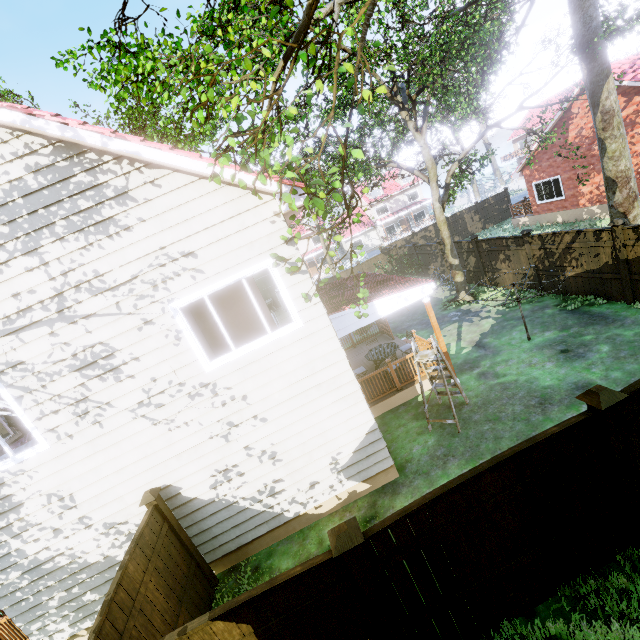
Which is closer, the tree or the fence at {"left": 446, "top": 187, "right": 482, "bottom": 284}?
the tree

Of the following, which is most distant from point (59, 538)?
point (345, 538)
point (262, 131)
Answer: point (262, 131)

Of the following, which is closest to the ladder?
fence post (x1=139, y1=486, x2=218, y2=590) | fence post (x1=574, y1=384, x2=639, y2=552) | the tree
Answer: the tree

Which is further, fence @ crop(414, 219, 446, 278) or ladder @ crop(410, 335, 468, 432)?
fence @ crop(414, 219, 446, 278)

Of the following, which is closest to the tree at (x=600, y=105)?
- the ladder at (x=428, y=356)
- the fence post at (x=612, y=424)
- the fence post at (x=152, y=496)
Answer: the ladder at (x=428, y=356)

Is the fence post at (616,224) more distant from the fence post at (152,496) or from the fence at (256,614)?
the fence post at (152,496)

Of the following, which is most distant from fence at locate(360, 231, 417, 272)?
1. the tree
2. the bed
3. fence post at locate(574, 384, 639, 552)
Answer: the bed

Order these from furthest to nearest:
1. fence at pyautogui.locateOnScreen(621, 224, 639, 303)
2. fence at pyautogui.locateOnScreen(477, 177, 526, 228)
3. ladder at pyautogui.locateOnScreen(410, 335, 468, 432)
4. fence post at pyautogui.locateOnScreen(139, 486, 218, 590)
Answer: fence at pyautogui.locateOnScreen(477, 177, 526, 228) < fence at pyautogui.locateOnScreen(621, 224, 639, 303) < ladder at pyautogui.locateOnScreen(410, 335, 468, 432) < fence post at pyautogui.locateOnScreen(139, 486, 218, 590)
